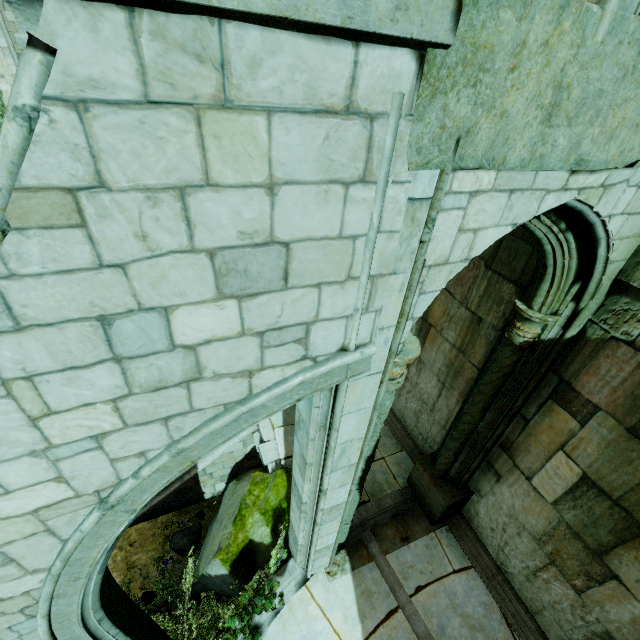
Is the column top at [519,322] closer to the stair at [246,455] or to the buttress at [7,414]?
the buttress at [7,414]

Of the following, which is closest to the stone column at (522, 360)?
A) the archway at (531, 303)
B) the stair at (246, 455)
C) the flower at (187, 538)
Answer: the archway at (531, 303)

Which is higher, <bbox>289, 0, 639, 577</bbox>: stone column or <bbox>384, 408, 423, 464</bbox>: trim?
<bbox>289, 0, 639, 577</bbox>: stone column

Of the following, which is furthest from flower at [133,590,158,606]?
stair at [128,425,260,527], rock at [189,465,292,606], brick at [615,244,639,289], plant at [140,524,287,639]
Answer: brick at [615,244,639,289]

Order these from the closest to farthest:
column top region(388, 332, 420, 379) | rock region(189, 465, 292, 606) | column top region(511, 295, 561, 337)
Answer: column top region(388, 332, 420, 379)
column top region(511, 295, 561, 337)
rock region(189, 465, 292, 606)

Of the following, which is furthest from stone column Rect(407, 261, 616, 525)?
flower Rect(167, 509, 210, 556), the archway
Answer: flower Rect(167, 509, 210, 556)

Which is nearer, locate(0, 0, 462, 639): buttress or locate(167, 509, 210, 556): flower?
locate(0, 0, 462, 639): buttress

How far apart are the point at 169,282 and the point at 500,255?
4.95m
